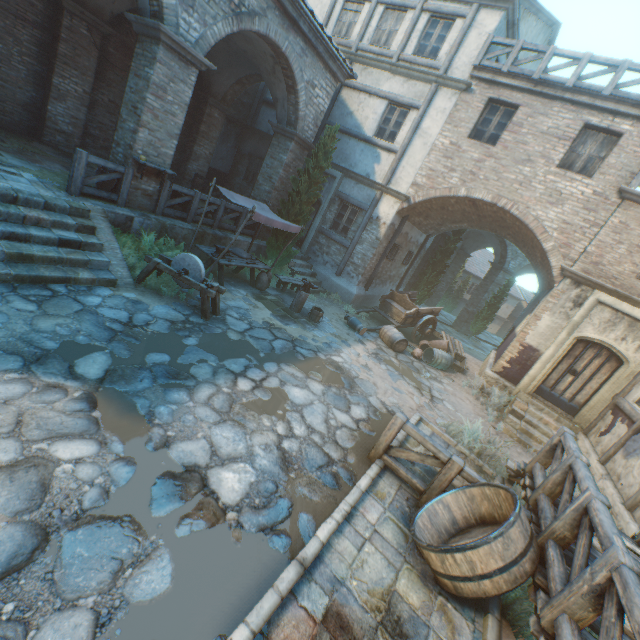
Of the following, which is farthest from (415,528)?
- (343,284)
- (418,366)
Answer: (343,284)

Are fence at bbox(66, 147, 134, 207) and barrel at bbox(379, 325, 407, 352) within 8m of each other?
no

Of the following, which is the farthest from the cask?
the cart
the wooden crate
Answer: the wooden crate

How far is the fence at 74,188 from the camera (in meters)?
7.01

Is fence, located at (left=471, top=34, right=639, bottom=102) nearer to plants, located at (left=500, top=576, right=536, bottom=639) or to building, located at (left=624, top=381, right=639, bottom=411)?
building, located at (left=624, top=381, right=639, bottom=411)

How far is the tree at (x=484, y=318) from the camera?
20.0m

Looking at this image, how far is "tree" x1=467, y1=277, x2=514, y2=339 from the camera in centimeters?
2000cm

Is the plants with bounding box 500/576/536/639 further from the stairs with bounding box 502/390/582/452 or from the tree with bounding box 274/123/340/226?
the tree with bounding box 274/123/340/226
